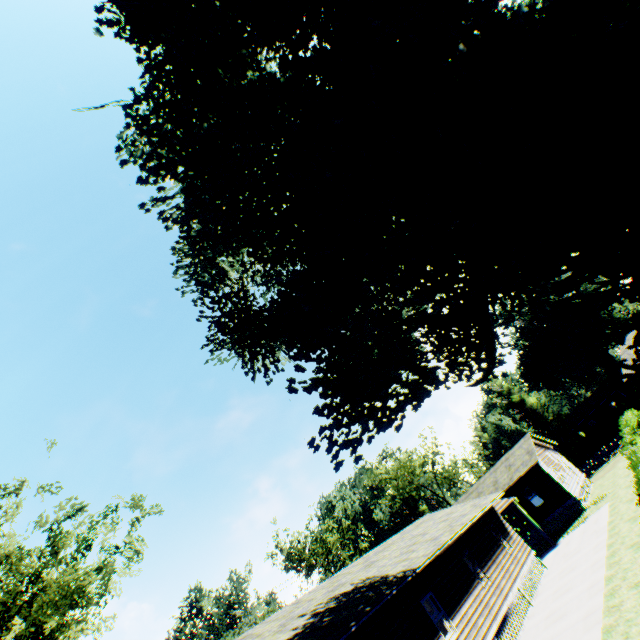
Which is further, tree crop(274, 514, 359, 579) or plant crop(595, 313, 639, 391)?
tree crop(274, 514, 359, 579)

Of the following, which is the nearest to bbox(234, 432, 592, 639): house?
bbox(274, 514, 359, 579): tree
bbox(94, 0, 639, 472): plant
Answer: bbox(94, 0, 639, 472): plant

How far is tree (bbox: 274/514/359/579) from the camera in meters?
52.7

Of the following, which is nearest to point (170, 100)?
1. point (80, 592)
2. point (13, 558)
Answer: point (13, 558)

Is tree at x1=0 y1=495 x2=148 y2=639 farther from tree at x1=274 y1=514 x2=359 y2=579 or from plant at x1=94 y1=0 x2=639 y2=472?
tree at x1=274 y1=514 x2=359 y2=579

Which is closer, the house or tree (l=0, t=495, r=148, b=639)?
the house

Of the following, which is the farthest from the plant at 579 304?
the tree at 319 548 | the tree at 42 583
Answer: the tree at 319 548

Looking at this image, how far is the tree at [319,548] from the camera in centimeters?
5266cm
